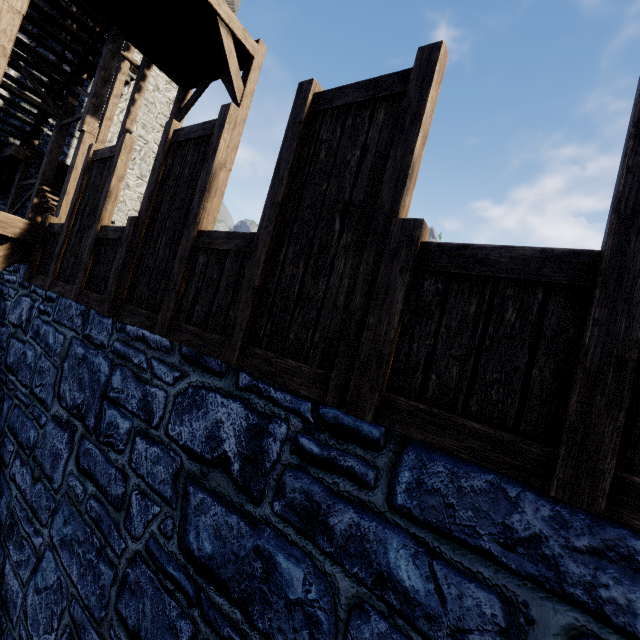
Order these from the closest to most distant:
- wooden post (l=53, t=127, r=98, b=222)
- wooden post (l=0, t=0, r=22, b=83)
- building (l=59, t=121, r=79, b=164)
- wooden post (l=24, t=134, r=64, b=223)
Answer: wooden post (l=0, t=0, r=22, b=83) < wooden post (l=53, t=127, r=98, b=222) < wooden post (l=24, t=134, r=64, b=223) < building (l=59, t=121, r=79, b=164)

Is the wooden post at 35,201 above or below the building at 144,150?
below

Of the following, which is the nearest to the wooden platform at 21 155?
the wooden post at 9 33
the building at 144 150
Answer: the building at 144 150

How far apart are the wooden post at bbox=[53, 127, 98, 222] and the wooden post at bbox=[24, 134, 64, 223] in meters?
2.0 m

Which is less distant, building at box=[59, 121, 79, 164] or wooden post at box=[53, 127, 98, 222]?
→ wooden post at box=[53, 127, 98, 222]

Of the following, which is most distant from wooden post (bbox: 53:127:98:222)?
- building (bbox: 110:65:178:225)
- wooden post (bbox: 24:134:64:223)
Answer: building (bbox: 110:65:178:225)

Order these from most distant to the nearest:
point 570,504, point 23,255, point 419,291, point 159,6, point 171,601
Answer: point 159,6
point 23,255
point 171,601
point 419,291
point 570,504

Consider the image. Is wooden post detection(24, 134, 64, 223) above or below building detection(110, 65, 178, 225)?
below
